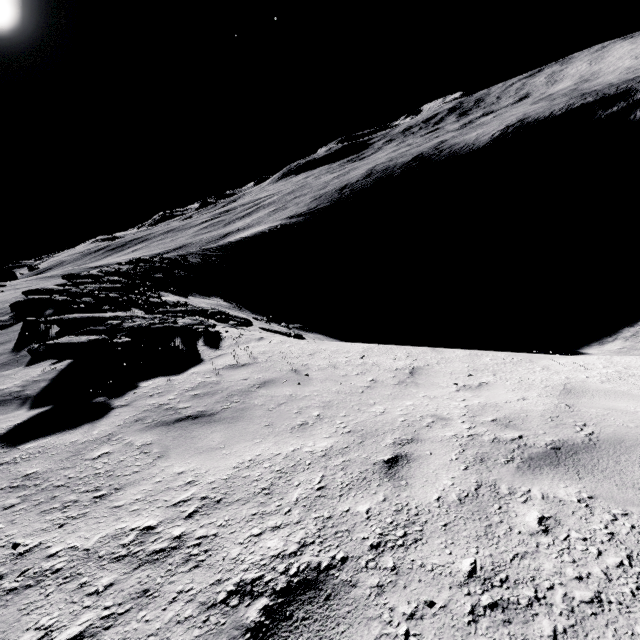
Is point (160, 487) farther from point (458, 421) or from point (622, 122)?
point (622, 122)
